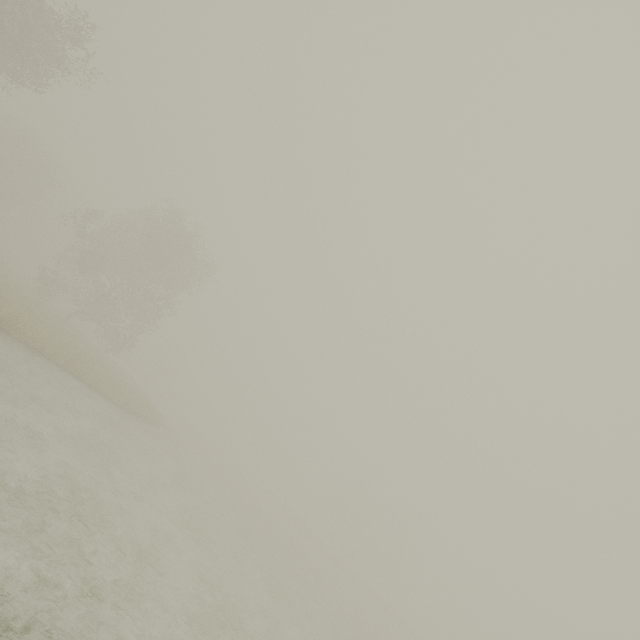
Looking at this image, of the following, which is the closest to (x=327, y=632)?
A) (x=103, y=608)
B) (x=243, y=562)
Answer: (x=243, y=562)
